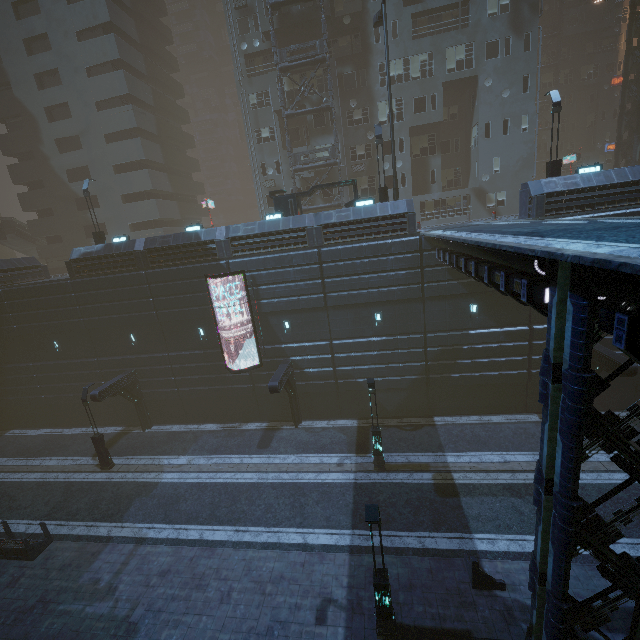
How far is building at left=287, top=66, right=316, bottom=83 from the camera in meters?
27.9

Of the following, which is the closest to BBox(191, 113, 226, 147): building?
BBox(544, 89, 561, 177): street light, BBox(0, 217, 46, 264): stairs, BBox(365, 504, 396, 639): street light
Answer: BBox(0, 217, 46, 264): stairs

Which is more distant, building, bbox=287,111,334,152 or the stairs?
the stairs

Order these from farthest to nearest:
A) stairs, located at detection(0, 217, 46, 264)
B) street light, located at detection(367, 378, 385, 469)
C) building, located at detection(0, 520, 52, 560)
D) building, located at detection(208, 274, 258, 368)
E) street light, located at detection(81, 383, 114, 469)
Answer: stairs, located at detection(0, 217, 46, 264) < building, located at detection(208, 274, 258, 368) < street light, located at detection(81, 383, 114, 469) < street light, located at detection(367, 378, 385, 469) < building, located at detection(0, 520, 52, 560)

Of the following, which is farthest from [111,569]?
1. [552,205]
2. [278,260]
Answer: [552,205]

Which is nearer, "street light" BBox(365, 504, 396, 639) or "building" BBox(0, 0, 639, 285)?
"street light" BBox(365, 504, 396, 639)

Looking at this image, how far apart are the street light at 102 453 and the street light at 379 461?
16.7 meters

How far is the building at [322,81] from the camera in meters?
27.8 m
